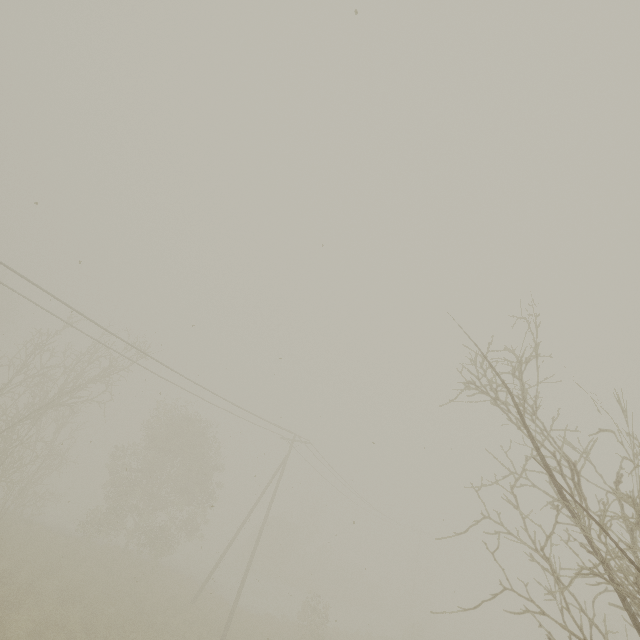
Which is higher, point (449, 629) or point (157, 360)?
point (157, 360)
